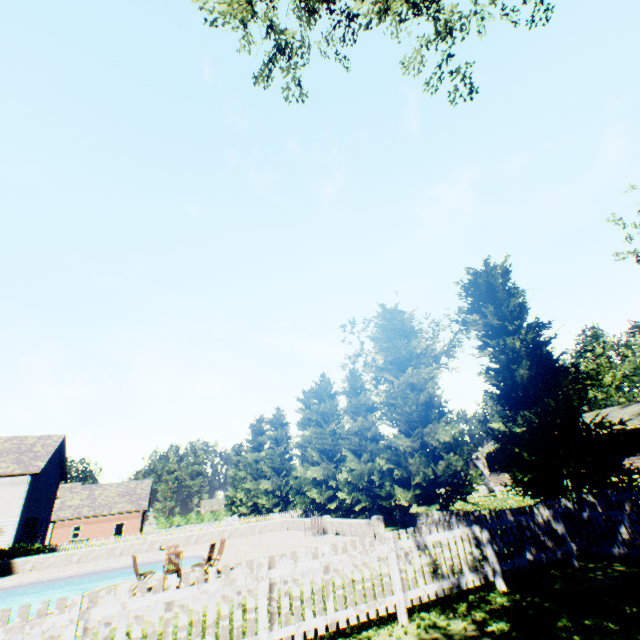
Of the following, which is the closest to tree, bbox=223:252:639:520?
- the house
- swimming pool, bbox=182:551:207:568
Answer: the house

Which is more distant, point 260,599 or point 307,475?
point 307,475

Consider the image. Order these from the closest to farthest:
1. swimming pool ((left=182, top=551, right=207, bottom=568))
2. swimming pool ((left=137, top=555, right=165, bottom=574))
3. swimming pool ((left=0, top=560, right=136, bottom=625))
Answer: swimming pool ((left=0, top=560, right=136, bottom=625)), swimming pool ((left=182, top=551, right=207, bottom=568)), swimming pool ((left=137, top=555, right=165, bottom=574))

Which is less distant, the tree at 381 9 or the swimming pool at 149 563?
the tree at 381 9

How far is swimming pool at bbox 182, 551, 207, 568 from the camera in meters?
18.3 m

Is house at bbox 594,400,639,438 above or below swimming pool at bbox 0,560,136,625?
above

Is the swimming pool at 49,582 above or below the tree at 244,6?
below
